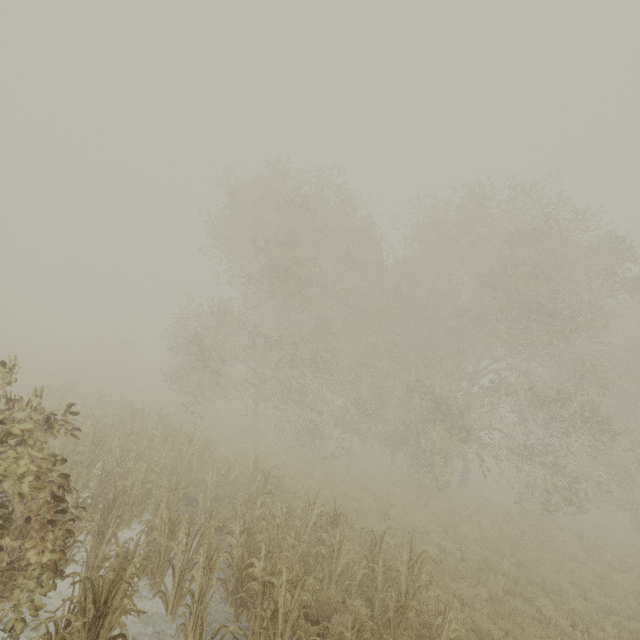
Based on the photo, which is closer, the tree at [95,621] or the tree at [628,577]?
the tree at [95,621]

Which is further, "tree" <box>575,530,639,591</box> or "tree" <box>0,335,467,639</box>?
"tree" <box>575,530,639,591</box>

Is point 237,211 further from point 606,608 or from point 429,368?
point 606,608
